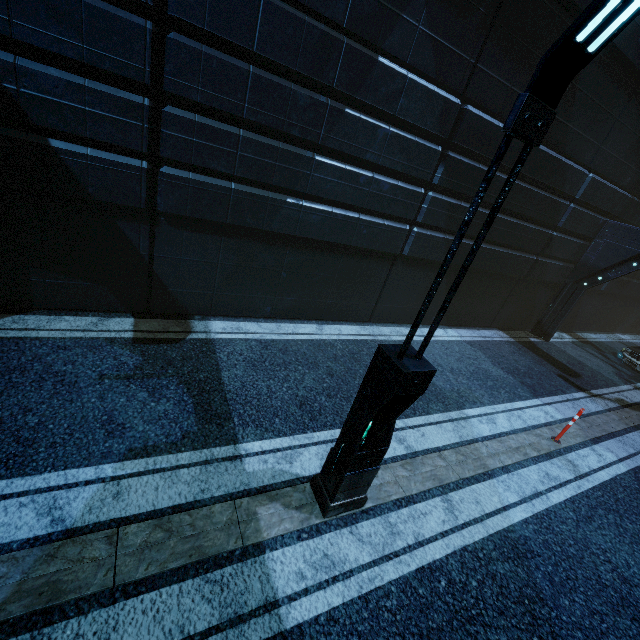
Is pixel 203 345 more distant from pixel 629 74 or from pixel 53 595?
pixel 629 74

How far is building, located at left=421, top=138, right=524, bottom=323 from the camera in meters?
8.4 m

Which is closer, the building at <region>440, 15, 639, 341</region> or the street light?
the street light

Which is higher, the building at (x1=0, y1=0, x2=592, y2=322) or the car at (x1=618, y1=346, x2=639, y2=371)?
the building at (x1=0, y1=0, x2=592, y2=322)

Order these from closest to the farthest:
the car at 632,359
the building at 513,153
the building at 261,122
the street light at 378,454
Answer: the street light at 378,454
the building at 261,122
the building at 513,153
the car at 632,359

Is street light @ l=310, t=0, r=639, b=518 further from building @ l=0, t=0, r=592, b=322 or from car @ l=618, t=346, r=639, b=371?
car @ l=618, t=346, r=639, b=371

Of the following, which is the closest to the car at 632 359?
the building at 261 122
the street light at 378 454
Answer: the building at 261 122
